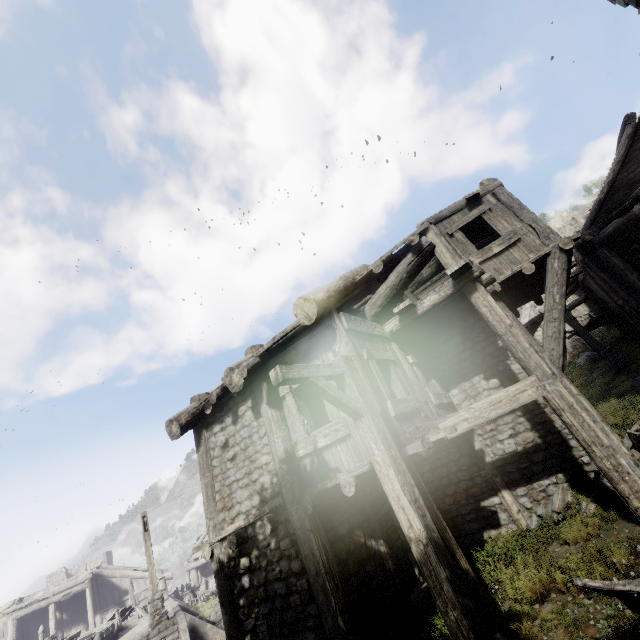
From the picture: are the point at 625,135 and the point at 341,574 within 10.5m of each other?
no

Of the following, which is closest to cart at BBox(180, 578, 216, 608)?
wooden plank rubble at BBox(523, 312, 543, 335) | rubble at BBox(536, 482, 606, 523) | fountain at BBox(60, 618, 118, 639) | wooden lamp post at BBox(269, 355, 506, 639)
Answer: fountain at BBox(60, 618, 118, 639)

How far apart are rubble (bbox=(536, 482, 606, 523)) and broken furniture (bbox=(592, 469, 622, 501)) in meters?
0.1 m

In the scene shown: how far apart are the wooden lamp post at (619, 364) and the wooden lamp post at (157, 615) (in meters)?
24.00

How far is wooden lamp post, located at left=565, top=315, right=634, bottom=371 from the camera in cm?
1716

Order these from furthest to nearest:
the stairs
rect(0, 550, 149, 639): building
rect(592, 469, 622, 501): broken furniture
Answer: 1. rect(0, 550, 149, 639): building
2. the stairs
3. rect(592, 469, 622, 501): broken furniture

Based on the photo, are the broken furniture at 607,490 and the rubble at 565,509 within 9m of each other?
yes

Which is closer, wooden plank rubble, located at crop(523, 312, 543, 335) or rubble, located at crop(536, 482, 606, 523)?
rubble, located at crop(536, 482, 606, 523)
